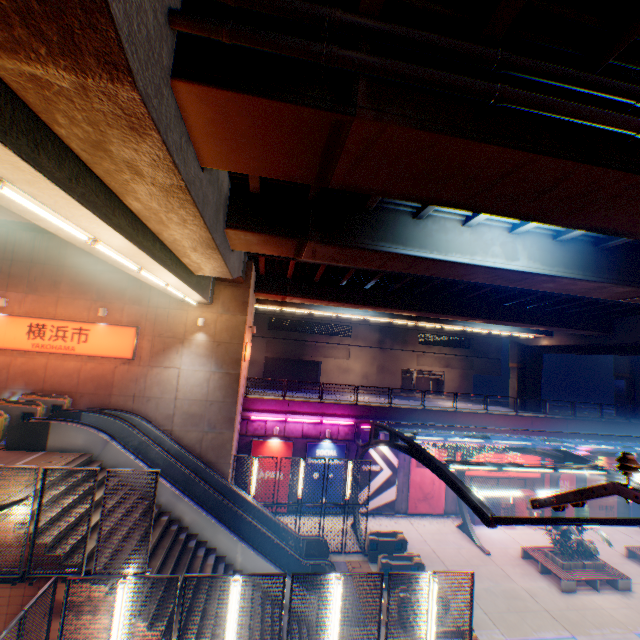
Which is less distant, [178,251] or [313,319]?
[178,251]

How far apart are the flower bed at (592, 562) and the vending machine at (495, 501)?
4.0m

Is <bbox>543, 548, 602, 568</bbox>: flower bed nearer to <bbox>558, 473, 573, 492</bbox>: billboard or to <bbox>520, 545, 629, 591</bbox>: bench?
<bbox>520, 545, 629, 591</bbox>: bench

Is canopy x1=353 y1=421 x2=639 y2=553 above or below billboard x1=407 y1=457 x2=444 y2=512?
above

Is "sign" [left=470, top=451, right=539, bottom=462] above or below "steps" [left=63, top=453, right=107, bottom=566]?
below

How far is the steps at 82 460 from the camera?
8.2m

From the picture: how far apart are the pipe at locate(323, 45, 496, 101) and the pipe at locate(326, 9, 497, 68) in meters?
0.3 m

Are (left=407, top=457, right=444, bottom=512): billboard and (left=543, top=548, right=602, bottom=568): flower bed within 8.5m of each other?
yes
